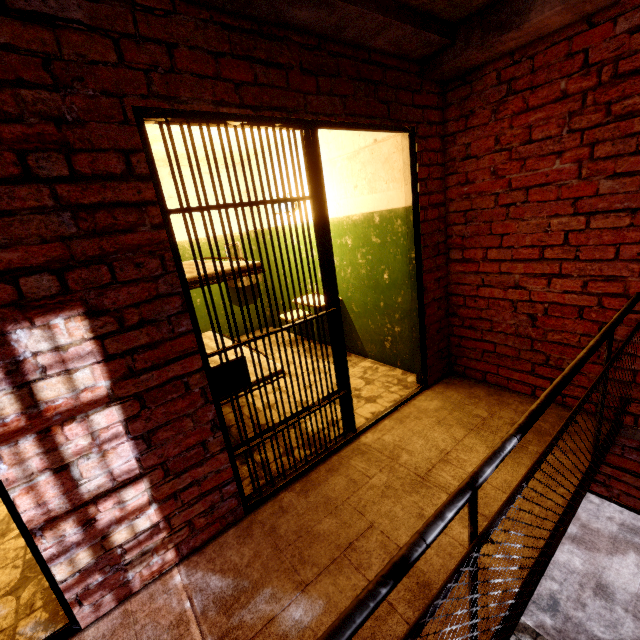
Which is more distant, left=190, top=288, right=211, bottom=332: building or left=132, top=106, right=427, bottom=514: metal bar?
left=190, top=288, right=211, bottom=332: building

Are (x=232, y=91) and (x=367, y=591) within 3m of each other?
yes

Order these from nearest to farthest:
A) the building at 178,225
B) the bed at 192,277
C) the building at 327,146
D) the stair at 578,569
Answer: the bed at 192,277
the building at 327,146
the stair at 578,569
the building at 178,225

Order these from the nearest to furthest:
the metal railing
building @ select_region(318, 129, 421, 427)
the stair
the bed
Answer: the metal railing, the bed, building @ select_region(318, 129, 421, 427), the stair

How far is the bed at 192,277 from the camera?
2.39m

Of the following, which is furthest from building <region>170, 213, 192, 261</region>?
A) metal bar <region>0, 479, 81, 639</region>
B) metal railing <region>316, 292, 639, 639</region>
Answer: metal railing <region>316, 292, 639, 639</region>

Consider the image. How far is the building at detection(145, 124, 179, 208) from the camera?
3.4m

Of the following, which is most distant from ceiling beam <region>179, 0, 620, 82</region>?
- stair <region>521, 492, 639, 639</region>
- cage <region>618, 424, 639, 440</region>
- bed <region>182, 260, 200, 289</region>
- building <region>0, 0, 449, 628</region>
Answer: stair <region>521, 492, 639, 639</region>
